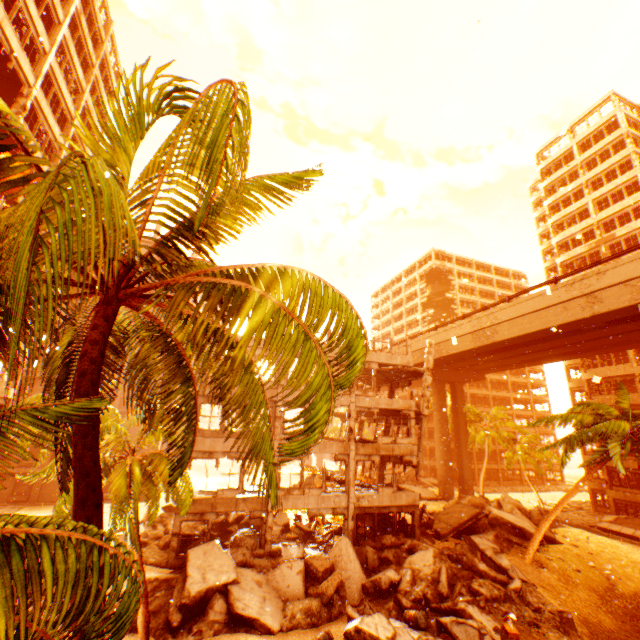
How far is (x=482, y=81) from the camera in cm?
1587

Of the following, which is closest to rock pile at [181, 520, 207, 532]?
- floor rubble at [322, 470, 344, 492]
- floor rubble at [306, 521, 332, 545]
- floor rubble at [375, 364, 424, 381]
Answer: floor rubble at [306, 521, 332, 545]

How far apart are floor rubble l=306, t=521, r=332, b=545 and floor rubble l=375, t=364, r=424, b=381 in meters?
11.4 m

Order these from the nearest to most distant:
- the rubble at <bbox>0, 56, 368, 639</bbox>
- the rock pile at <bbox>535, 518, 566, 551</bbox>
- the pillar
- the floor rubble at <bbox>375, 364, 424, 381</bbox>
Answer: the rubble at <bbox>0, 56, 368, 639</bbox> < the pillar < the rock pile at <bbox>535, 518, 566, 551</bbox> < the floor rubble at <bbox>375, 364, 424, 381</bbox>

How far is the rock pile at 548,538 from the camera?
20.55m

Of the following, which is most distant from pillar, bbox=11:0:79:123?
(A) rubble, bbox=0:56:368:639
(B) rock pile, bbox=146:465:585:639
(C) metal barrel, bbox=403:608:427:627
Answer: (C) metal barrel, bbox=403:608:427:627

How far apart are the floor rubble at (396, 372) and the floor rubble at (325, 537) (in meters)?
11.42

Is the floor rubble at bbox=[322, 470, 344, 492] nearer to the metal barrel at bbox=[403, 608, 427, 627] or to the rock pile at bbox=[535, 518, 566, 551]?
the rock pile at bbox=[535, 518, 566, 551]
